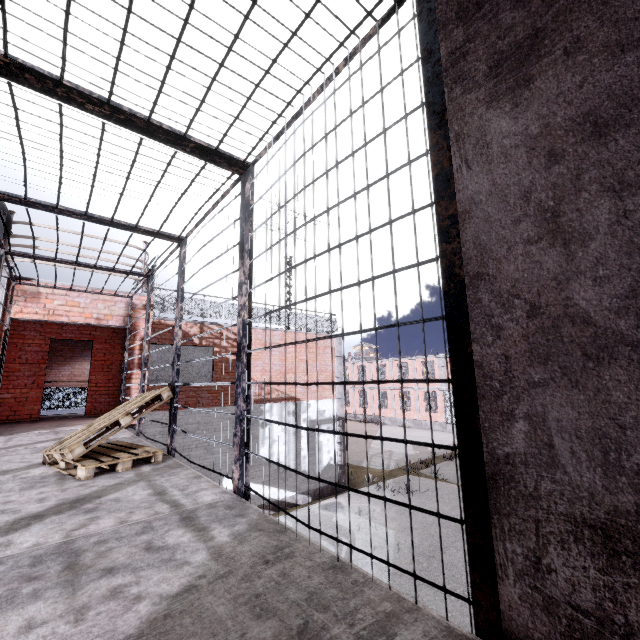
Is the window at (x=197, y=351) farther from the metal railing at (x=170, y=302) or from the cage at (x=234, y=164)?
the cage at (x=234, y=164)

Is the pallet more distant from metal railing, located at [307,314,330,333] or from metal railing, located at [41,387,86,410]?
metal railing, located at [41,387,86,410]

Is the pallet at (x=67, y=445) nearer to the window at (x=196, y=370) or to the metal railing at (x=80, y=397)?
the window at (x=196, y=370)

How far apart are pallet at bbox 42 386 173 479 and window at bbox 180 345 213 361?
6.49m

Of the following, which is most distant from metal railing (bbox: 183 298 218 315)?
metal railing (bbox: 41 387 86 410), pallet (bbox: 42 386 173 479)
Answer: pallet (bbox: 42 386 173 479)

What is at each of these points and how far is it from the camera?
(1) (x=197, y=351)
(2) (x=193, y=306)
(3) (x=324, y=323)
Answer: (1) window, 11.6m
(2) metal railing, 11.7m
(3) metal railing, 15.6m

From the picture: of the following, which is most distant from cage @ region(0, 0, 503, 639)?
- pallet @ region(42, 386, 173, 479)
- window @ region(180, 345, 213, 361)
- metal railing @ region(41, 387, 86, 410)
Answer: metal railing @ region(41, 387, 86, 410)

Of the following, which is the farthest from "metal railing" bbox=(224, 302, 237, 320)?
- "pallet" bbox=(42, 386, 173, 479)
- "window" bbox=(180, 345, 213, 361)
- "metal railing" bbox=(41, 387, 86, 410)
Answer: "pallet" bbox=(42, 386, 173, 479)
